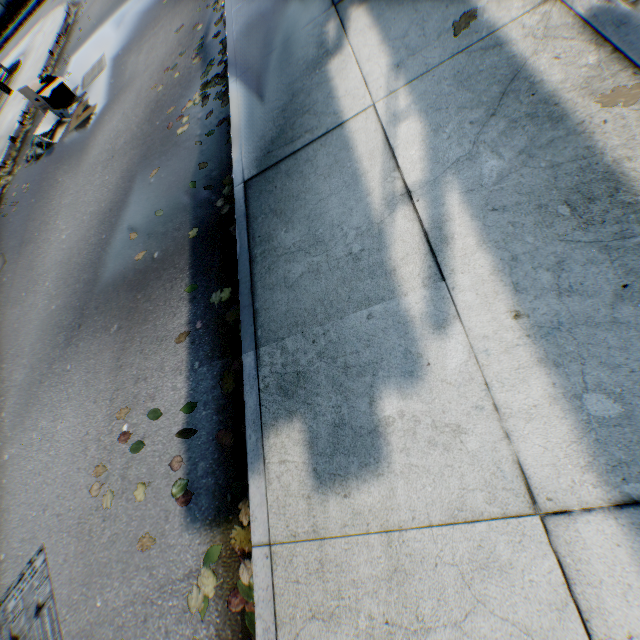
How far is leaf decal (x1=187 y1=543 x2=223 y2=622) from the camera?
2.02m

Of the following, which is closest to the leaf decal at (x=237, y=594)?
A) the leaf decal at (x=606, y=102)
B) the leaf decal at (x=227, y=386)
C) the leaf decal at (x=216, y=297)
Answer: the leaf decal at (x=227, y=386)

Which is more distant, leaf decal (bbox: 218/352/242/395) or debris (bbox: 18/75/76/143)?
debris (bbox: 18/75/76/143)

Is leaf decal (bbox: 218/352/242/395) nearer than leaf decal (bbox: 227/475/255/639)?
No

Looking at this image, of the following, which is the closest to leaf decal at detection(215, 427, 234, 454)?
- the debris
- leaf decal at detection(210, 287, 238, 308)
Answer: leaf decal at detection(210, 287, 238, 308)

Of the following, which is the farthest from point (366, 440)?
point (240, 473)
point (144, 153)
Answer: point (144, 153)

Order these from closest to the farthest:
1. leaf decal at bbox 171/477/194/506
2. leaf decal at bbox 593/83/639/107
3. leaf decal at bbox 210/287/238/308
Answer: leaf decal at bbox 593/83/639/107
leaf decal at bbox 171/477/194/506
leaf decal at bbox 210/287/238/308

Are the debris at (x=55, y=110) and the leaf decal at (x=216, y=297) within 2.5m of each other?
no
